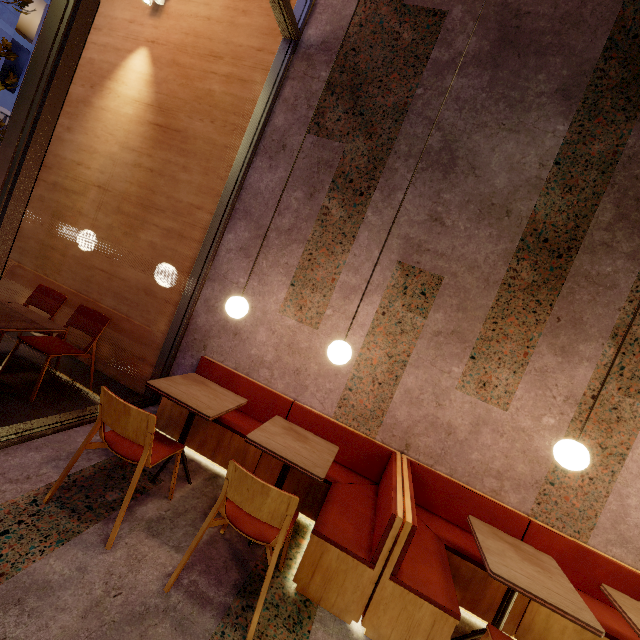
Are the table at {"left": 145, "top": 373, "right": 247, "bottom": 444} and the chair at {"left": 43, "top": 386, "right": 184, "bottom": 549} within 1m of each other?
yes

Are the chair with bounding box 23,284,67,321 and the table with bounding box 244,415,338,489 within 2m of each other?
no

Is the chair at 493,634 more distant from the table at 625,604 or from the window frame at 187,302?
the window frame at 187,302

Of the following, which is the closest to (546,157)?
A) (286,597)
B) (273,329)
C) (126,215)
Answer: (273,329)

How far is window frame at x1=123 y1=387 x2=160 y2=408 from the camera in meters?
3.6

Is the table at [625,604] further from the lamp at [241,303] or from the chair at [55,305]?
the chair at [55,305]

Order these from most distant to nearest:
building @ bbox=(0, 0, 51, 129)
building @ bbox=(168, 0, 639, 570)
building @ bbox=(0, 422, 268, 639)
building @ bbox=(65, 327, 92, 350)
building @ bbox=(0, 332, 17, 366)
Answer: building @ bbox=(0, 0, 51, 129) < building @ bbox=(65, 327, 92, 350) < building @ bbox=(0, 332, 17, 366) < building @ bbox=(168, 0, 639, 570) < building @ bbox=(0, 422, 268, 639)

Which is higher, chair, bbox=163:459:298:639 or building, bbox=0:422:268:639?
chair, bbox=163:459:298:639
